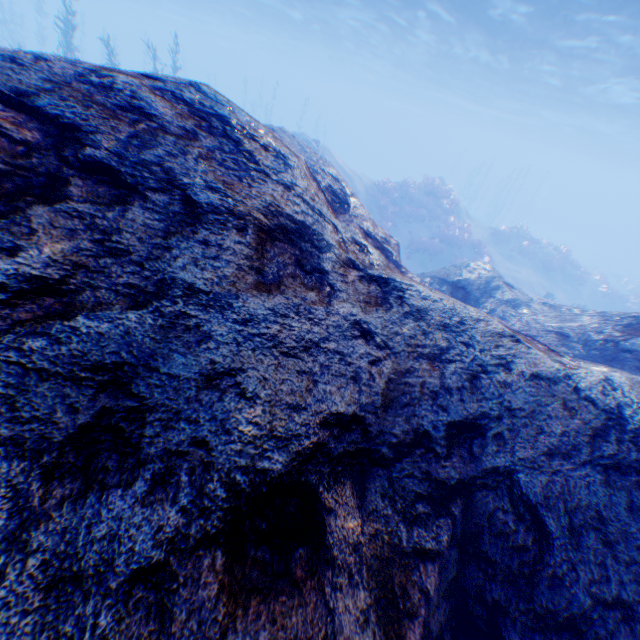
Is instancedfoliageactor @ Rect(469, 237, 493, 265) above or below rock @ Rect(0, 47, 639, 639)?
below

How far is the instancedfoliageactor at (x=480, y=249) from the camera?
20.3m

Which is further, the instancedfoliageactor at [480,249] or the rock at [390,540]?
the instancedfoliageactor at [480,249]

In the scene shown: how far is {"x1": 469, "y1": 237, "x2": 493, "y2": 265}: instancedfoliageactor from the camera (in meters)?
20.33

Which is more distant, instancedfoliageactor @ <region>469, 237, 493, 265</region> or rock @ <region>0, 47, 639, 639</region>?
instancedfoliageactor @ <region>469, 237, 493, 265</region>

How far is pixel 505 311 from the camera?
8.0m
